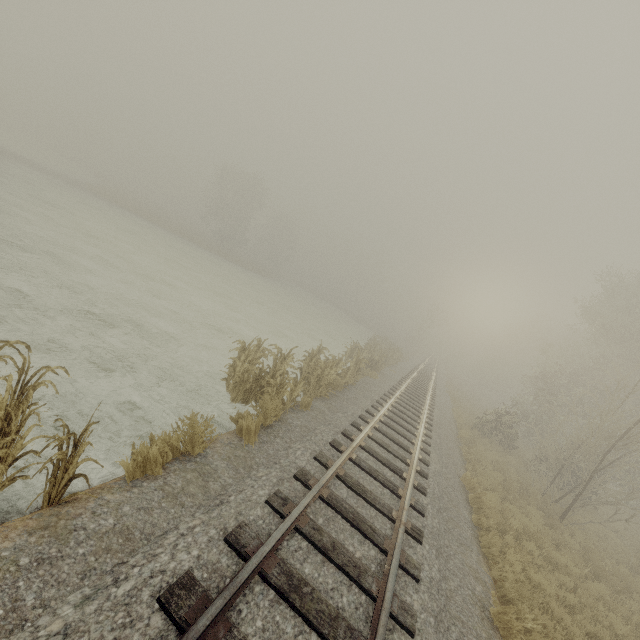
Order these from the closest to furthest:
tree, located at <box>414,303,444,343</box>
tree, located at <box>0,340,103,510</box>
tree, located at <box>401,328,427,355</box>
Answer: tree, located at <box>0,340,103,510</box>
tree, located at <box>414,303,444,343</box>
tree, located at <box>401,328,427,355</box>

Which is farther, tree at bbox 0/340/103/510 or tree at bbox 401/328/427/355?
tree at bbox 401/328/427/355

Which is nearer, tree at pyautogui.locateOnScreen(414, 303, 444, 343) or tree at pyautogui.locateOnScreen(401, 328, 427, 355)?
tree at pyautogui.locateOnScreen(414, 303, 444, 343)

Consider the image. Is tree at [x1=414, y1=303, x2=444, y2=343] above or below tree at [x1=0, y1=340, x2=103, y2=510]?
above

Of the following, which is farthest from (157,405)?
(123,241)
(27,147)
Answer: (27,147)

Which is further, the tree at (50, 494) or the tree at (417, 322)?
the tree at (417, 322)

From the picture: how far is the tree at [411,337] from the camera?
49.19m
